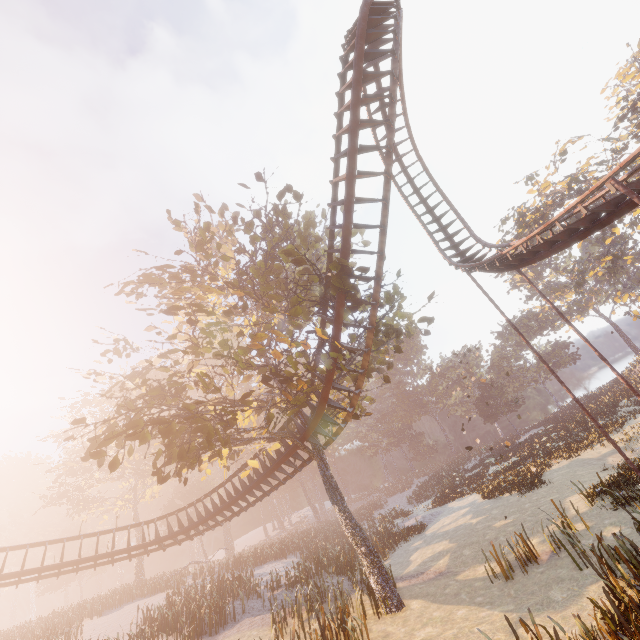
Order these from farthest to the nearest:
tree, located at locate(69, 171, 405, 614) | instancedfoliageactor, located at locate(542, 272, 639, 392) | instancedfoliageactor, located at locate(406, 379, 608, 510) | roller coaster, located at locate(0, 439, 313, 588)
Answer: instancedfoliageactor, located at locate(542, 272, 639, 392) → instancedfoliageactor, located at locate(406, 379, 608, 510) → roller coaster, located at locate(0, 439, 313, 588) → tree, located at locate(69, 171, 405, 614)

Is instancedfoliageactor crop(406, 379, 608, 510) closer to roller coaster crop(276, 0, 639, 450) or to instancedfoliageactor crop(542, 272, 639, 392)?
roller coaster crop(276, 0, 639, 450)

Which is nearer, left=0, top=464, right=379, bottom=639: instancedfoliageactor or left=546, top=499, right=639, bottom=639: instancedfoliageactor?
left=546, top=499, right=639, bottom=639: instancedfoliageactor

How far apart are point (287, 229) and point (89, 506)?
48.8 meters

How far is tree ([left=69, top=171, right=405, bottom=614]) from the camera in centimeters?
1080cm

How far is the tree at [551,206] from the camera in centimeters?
3381cm

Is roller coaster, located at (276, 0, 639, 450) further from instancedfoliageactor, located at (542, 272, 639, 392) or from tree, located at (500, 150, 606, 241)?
instancedfoliageactor, located at (542, 272, 639, 392)

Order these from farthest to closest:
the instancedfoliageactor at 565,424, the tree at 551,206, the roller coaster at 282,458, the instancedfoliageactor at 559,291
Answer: the instancedfoliageactor at 559,291, the tree at 551,206, the instancedfoliageactor at 565,424, the roller coaster at 282,458
